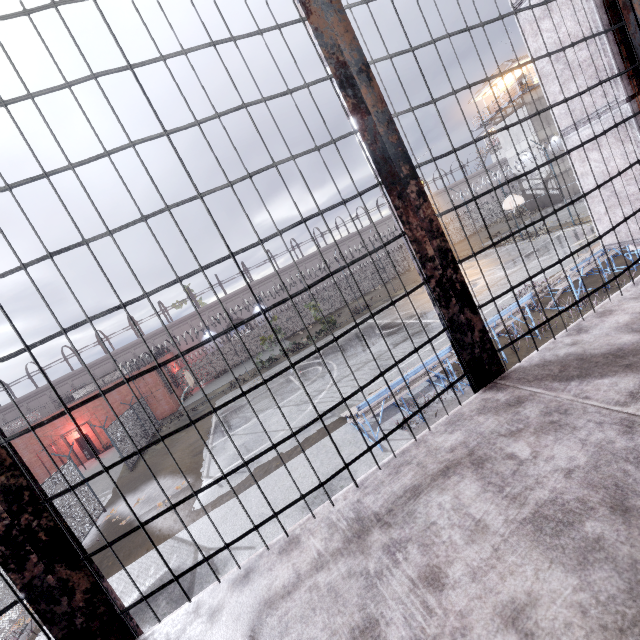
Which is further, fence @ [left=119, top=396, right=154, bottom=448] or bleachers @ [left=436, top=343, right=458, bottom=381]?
fence @ [left=119, top=396, right=154, bottom=448]

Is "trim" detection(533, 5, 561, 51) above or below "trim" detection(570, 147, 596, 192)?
above

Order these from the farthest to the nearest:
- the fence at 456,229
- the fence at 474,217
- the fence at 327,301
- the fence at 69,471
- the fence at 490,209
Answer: the fence at 490,209 → the fence at 456,229 → the fence at 327,301 → the fence at 474,217 → the fence at 69,471

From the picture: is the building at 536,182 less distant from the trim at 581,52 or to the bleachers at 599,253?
the bleachers at 599,253

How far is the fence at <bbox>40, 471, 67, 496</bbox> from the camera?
11.98m

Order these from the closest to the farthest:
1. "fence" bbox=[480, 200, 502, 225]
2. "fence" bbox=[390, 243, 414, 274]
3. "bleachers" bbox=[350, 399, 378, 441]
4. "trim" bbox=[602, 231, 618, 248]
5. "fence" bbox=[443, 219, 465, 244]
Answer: "trim" bbox=[602, 231, 618, 248] < "bleachers" bbox=[350, 399, 378, 441] < "fence" bbox=[390, 243, 414, 274] < "fence" bbox=[443, 219, 465, 244] < "fence" bbox=[480, 200, 502, 225]

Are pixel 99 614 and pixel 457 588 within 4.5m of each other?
yes

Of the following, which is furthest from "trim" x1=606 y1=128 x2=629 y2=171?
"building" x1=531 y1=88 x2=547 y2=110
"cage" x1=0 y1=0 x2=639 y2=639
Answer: "building" x1=531 y1=88 x2=547 y2=110
